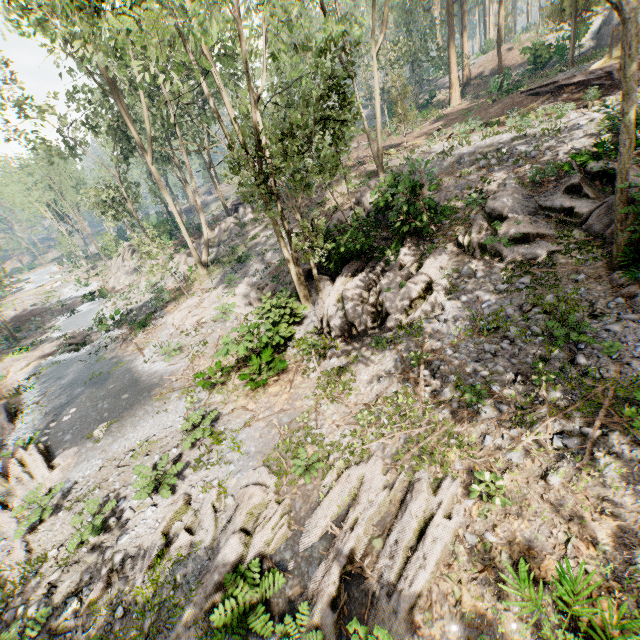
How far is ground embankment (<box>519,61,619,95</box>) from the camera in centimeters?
1970cm

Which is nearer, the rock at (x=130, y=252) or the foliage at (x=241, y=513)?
the foliage at (x=241, y=513)

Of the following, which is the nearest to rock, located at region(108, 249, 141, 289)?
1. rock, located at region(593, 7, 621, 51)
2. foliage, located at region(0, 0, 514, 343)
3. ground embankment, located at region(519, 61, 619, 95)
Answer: foliage, located at region(0, 0, 514, 343)

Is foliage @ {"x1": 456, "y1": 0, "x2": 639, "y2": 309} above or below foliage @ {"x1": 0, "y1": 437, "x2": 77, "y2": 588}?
above

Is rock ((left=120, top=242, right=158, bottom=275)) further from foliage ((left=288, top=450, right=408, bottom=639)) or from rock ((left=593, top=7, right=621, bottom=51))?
rock ((left=593, top=7, right=621, bottom=51))

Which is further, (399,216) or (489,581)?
(399,216)

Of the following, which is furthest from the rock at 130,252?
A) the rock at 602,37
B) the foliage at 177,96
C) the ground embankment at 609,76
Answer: the rock at 602,37
